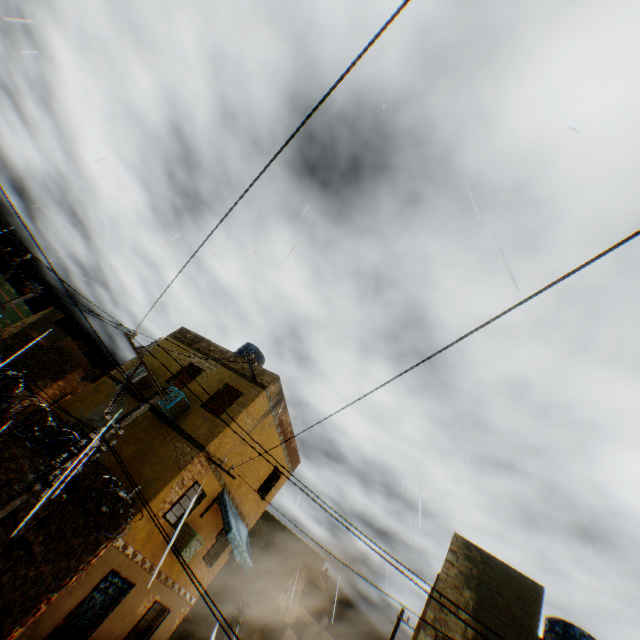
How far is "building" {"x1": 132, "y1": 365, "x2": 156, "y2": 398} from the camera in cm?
1328

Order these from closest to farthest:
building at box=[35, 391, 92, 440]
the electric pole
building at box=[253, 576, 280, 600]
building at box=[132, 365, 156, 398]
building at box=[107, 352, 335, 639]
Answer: the electric pole
building at box=[107, 352, 335, 639]
building at box=[35, 391, 92, 440]
building at box=[132, 365, 156, 398]
building at box=[253, 576, 280, 600]

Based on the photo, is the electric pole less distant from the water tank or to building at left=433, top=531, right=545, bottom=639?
building at left=433, top=531, right=545, bottom=639

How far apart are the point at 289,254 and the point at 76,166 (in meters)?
7.10

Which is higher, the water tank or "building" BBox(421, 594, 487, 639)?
the water tank

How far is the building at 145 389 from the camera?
13.3 meters

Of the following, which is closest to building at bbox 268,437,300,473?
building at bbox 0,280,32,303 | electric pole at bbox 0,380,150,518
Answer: building at bbox 0,280,32,303

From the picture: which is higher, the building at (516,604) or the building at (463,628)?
the building at (516,604)
